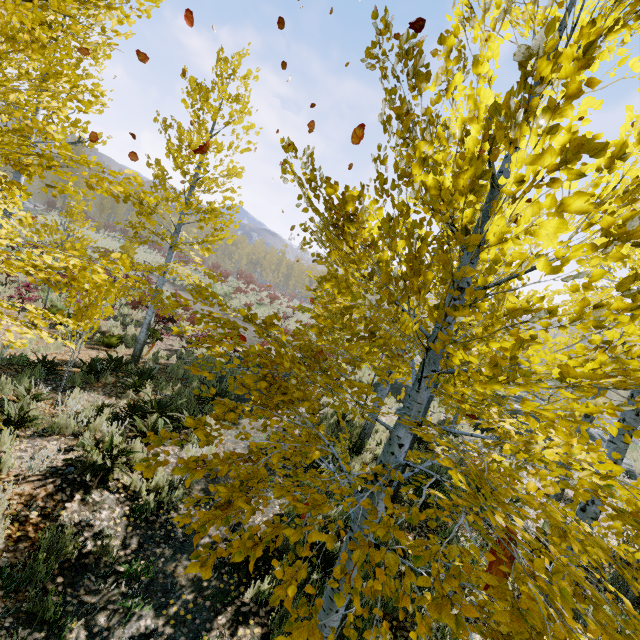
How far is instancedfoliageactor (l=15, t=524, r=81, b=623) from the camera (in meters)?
3.14

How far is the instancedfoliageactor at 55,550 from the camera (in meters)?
3.14

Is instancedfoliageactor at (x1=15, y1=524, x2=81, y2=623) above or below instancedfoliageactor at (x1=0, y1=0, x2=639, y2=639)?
below

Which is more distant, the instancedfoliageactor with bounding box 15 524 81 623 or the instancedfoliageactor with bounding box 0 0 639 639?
the instancedfoliageactor with bounding box 15 524 81 623

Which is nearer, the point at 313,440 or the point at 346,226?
the point at 346,226

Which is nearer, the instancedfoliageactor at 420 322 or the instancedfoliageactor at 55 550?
the instancedfoliageactor at 420 322
